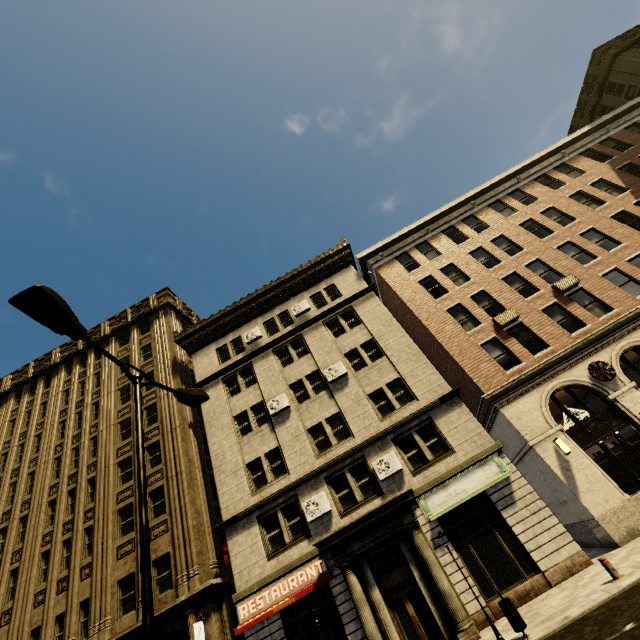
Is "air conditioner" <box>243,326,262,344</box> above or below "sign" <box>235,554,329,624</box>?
above

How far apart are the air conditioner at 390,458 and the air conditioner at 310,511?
2.7 meters

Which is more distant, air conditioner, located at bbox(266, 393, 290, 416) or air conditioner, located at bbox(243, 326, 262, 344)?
air conditioner, located at bbox(243, 326, 262, 344)

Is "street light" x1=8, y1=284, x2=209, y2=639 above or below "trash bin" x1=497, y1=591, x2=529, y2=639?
above

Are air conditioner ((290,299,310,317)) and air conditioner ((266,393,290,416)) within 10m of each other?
yes

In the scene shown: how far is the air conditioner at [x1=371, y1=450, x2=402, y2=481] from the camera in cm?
1548

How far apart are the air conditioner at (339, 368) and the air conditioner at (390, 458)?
5.0m

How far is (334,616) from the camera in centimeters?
1352cm
